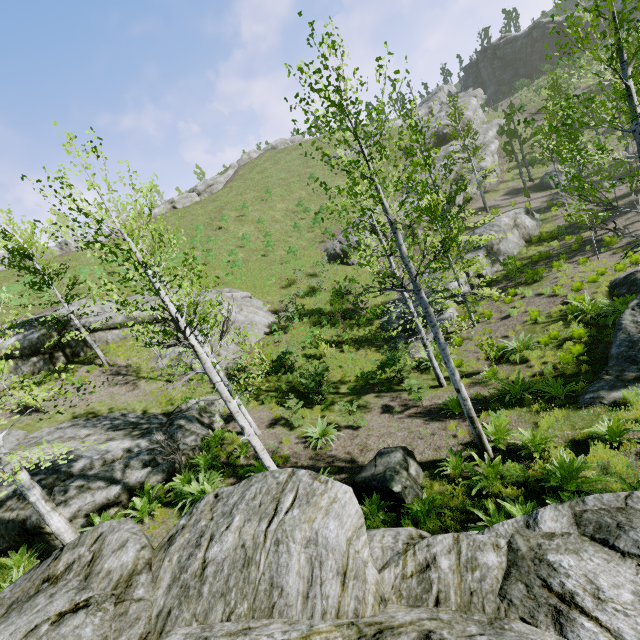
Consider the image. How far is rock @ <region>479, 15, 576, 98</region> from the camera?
51.7m

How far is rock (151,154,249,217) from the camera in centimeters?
4807cm

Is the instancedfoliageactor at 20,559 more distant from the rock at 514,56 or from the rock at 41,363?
the rock at 514,56

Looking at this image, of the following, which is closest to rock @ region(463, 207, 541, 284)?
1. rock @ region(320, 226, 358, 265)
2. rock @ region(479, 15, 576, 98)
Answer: rock @ region(320, 226, 358, 265)

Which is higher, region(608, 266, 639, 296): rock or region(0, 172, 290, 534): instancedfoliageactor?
region(0, 172, 290, 534): instancedfoliageactor

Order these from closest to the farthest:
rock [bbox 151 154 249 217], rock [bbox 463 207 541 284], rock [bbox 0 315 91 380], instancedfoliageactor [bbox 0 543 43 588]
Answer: instancedfoliageactor [bbox 0 543 43 588] < rock [bbox 0 315 91 380] < rock [bbox 463 207 541 284] < rock [bbox 151 154 249 217]

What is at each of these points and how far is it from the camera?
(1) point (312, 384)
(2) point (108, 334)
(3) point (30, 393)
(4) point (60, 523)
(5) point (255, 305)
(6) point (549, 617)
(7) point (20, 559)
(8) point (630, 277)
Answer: (1) instancedfoliageactor, 13.21m
(2) rock, 20.66m
(3) instancedfoliageactor, 6.21m
(4) instancedfoliageactor, 7.83m
(5) rock, 23.09m
(6) rock, 3.43m
(7) instancedfoliageactor, 8.23m
(8) rock, 13.84m

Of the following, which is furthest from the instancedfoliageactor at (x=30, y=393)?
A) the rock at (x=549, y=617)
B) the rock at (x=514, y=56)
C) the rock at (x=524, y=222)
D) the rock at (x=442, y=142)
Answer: the rock at (x=514, y=56)
